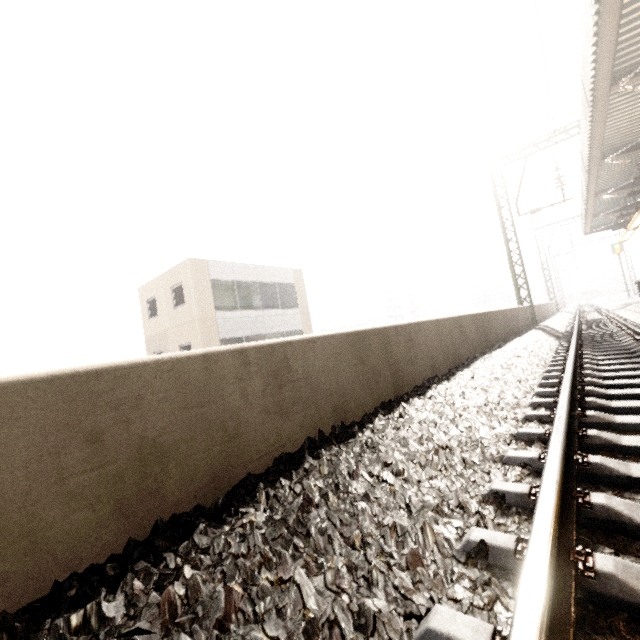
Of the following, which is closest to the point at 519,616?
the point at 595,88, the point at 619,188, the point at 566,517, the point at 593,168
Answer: the point at 566,517

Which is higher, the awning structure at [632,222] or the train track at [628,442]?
the awning structure at [632,222]

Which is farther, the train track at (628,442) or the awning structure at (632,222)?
the awning structure at (632,222)

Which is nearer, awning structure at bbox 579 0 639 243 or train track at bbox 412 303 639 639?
train track at bbox 412 303 639 639

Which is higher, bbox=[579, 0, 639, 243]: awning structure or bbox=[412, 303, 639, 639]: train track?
bbox=[579, 0, 639, 243]: awning structure
